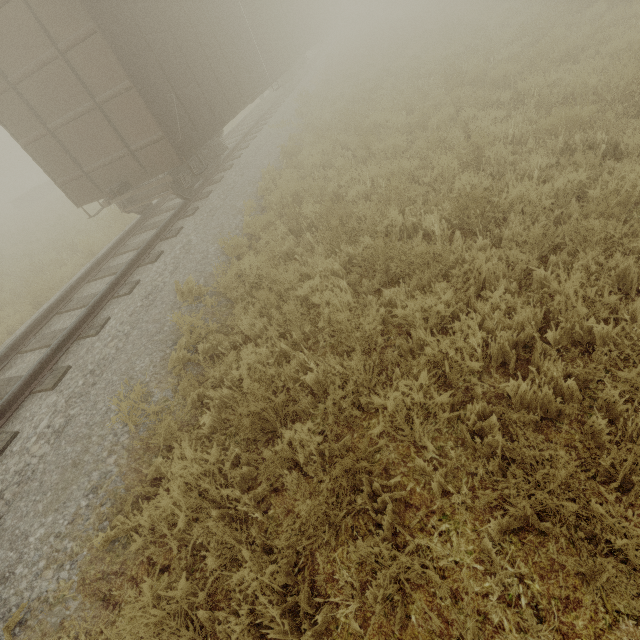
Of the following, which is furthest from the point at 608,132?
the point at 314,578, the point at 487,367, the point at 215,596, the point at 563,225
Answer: the point at 215,596

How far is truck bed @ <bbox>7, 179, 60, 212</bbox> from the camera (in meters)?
29.77

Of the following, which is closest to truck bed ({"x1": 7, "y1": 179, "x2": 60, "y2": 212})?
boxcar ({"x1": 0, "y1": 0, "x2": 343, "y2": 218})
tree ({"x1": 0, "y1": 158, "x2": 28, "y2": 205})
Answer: tree ({"x1": 0, "y1": 158, "x2": 28, "y2": 205})

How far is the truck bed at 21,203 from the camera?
29.8 meters

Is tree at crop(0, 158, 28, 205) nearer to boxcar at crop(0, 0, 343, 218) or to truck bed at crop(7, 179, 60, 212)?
truck bed at crop(7, 179, 60, 212)

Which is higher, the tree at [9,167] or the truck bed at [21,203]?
the tree at [9,167]
